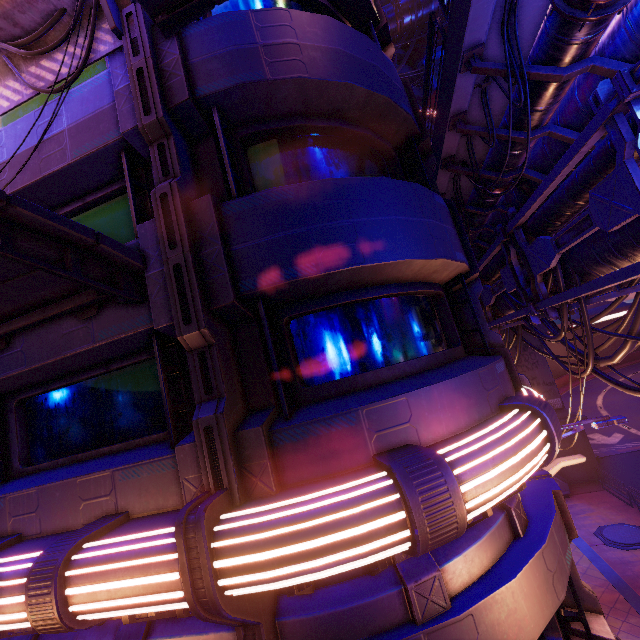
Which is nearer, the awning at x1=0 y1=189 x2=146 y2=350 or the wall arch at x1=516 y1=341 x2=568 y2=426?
the awning at x1=0 y1=189 x2=146 y2=350

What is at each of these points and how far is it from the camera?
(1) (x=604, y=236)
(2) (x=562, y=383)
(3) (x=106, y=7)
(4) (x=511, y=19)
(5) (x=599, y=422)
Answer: (1) pipe, 5.89m
(2) tunnel, 49.50m
(3) sign, 4.52m
(4) walkway, 5.12m
(5) street light, 8.05m

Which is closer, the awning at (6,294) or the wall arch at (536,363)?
the awning at (6,294)

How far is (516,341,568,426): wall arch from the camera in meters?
21.5 m

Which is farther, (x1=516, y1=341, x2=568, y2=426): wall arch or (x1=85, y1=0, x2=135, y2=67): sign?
(x1=516, y1=341, x2=568, y2=426): wall arch

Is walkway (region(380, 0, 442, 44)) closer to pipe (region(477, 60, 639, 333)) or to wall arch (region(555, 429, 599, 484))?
wall arch (region(555, 429, 599, 484))

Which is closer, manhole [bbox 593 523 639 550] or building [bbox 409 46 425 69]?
manhole [bbox 593 523 639 550]

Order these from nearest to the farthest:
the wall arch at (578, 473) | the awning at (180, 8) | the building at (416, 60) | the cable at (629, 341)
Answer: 1. the awning at (180, 8)
2. the cable at (629, 341)
3. the wall arch at (578, 473)
4. the building at (416, 60)
